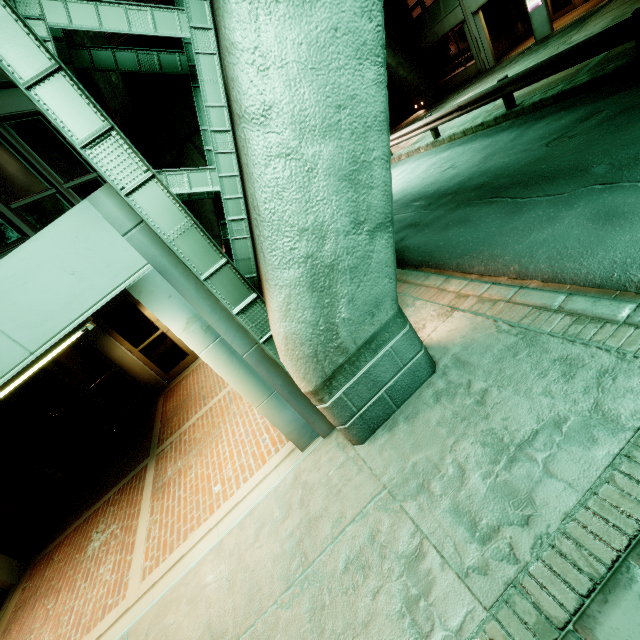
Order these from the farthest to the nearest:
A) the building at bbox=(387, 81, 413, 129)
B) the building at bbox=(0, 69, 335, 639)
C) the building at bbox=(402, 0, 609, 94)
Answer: the building at bbox=(387, 81, 413, 129), the building at bbox=(402, 0, 609, 94), the building at bbox=(0, 69, 335, 639)

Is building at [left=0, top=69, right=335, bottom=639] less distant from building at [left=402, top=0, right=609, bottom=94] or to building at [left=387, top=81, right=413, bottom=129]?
building at [left=387, top=81, right=413, bottom=129]

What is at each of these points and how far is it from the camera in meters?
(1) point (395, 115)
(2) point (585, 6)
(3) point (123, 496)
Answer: (1) building, 26.1 m
(2) building, 16.4 m
(3) building, 6.5 m

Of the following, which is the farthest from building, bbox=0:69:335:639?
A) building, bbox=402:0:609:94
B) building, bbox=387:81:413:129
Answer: building, bbox=402:0:609:94

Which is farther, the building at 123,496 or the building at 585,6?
the building at 585,6

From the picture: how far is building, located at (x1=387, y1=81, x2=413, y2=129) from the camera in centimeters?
2550cm

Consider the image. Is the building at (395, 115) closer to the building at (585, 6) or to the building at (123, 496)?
the building at (585, 6)
